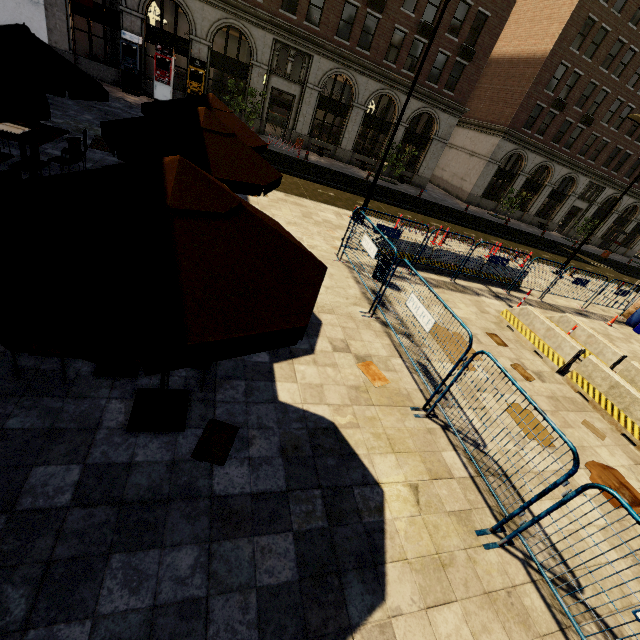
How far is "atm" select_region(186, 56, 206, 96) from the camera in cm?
2102

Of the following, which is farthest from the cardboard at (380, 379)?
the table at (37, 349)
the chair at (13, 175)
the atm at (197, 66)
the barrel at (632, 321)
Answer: the atm at (197, 66)

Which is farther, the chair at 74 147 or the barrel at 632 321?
the barrel at 632 321

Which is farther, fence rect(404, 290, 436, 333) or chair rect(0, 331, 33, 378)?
fence rect(404, 290, 436, 333)

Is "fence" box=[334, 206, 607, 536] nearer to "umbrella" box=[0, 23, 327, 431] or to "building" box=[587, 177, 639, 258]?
"umbrella" box=[0, 23, 327, 431]

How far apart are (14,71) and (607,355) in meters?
14.7 m

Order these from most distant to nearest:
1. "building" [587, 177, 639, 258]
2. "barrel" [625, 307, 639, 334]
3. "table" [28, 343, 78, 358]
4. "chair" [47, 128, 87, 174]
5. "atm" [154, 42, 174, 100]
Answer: "building" [587, 177, 639, 258] < "atm" [154, 42, 174, 100] < "barrel" [625, 307, 639, 334] < "chair" [47, 128, 87, 174] < "table" [28, 343, 78, 358]

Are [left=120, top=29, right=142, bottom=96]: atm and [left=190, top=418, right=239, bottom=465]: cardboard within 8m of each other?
no
